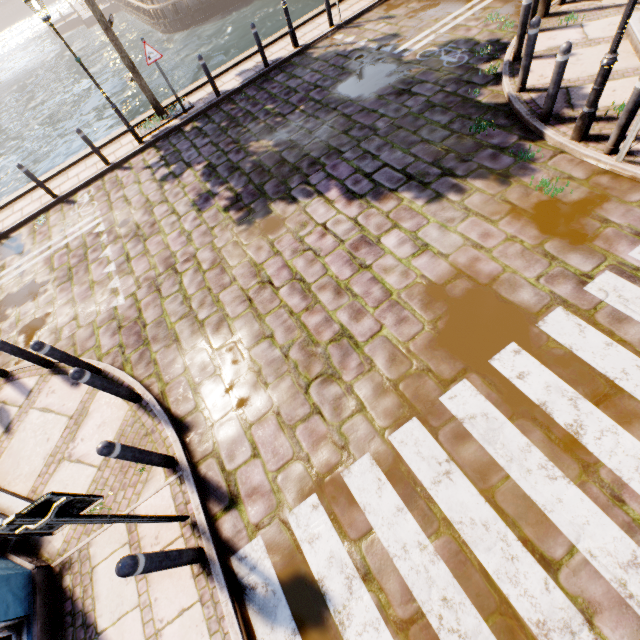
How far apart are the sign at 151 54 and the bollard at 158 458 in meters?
10.6

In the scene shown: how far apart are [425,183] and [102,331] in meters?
6.7

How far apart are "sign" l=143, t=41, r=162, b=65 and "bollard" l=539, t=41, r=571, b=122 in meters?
9.8

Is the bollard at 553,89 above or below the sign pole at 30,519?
below

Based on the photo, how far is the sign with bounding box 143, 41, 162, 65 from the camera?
8.9 meters

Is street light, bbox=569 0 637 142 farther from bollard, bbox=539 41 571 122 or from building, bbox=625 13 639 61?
building, bbox=625 13 639 61

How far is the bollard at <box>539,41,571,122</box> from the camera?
4.8m

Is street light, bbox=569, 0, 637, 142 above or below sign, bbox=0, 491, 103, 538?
below
